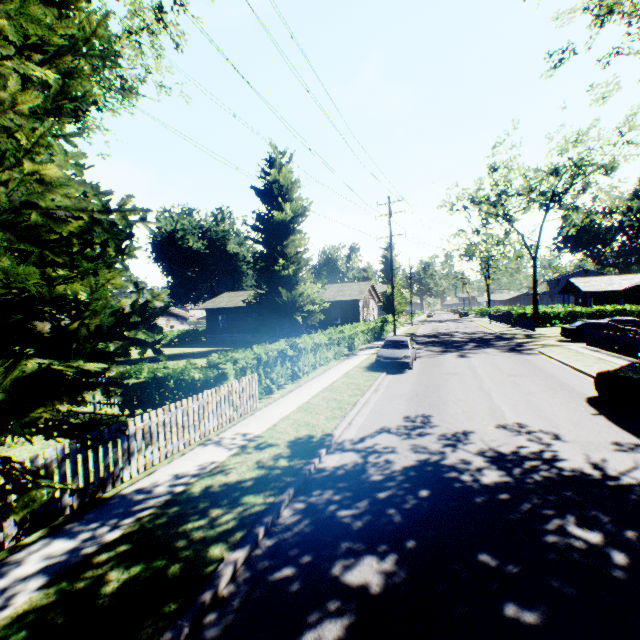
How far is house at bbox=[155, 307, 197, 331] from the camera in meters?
43.7 m

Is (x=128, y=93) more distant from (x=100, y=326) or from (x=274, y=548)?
(x=274, y=548)

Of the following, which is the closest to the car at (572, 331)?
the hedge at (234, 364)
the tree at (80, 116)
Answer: the hedge at (234, 364)

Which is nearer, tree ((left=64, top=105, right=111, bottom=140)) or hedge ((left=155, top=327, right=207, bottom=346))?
tree ((left=64, top=105, right=111, bottom=140))

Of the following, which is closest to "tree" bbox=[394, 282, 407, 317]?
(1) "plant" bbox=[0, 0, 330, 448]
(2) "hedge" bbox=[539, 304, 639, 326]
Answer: (2) "hedge" bbox=[539, 304, 639, 326]

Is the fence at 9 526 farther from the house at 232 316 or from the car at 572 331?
the car at 572 331

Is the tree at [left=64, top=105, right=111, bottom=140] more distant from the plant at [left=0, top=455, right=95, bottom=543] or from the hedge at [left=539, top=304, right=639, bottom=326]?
the hedge at [left=539, top=304, right=639, bottom=326]

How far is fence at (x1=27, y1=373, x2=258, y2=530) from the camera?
5.5m
